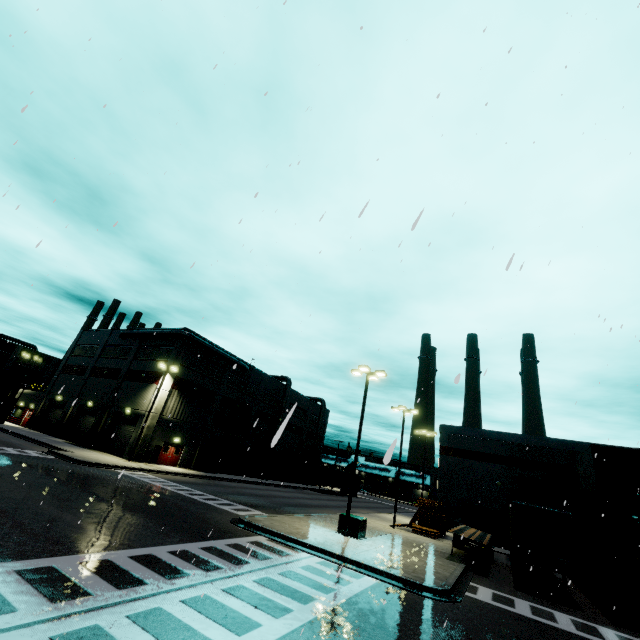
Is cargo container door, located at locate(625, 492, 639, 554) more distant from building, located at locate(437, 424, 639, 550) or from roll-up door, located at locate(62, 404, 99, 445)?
roll-up door, located at locate(62, 404, 99, 445)

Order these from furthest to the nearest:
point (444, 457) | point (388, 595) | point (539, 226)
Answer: point (444, 457)
point (539, 226)
point (388, 595)

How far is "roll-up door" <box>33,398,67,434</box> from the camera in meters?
42.4

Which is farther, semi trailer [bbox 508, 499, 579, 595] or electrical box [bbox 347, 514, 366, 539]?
electrical box [bbox 347, 514, 366, 539]

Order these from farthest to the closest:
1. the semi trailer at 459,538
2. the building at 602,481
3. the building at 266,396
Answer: the building at 266,396
the building at 602,481
the semi trailer at 459,538

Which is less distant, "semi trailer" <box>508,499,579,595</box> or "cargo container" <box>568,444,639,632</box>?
"cargo container" <box>568,444,639,632</box>

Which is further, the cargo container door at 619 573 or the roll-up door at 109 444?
the roll-up door at 109 444

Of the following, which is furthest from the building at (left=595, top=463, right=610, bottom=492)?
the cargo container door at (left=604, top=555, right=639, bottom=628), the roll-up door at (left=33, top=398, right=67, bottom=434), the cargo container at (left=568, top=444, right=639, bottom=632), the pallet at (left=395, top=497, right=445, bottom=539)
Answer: the cargo container door at (left=604, top=555, right=639, bottom=628)
